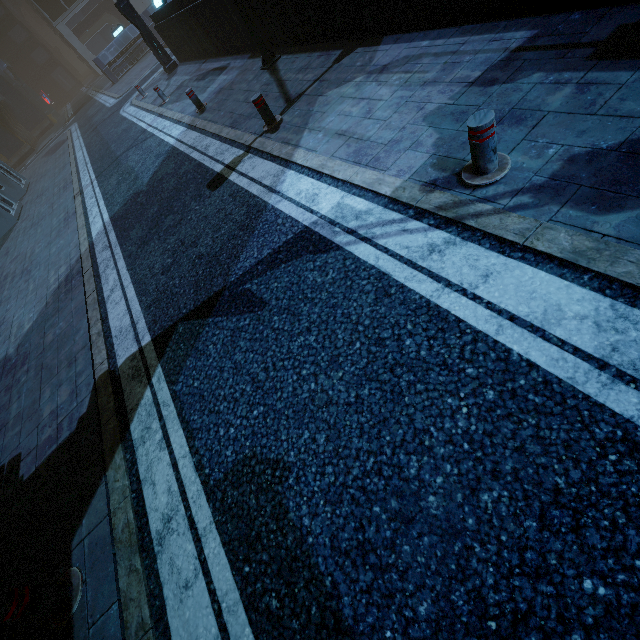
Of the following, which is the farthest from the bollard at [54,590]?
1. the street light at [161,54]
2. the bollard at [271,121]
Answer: the street light at [161,54]

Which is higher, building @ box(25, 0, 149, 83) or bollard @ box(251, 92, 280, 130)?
building @ box(25, 0, 149, 83)

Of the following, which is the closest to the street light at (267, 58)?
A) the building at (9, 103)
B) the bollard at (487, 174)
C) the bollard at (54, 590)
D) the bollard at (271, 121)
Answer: the building at (9, 103)

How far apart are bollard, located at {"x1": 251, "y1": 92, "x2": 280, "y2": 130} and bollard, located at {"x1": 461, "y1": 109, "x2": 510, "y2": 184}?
4.56m

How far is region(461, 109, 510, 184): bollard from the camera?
2.89m

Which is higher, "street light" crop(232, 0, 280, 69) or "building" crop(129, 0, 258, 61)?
"building" crop(129, 0, 258, 61)

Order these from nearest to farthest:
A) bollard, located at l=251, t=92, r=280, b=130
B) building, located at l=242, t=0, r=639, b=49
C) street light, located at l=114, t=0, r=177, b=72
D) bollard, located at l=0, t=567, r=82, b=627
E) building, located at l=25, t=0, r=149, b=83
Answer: bollard, located at l=0, t=567, r=82, b=627 < building, located at l=242, t=0, r=639, b=49 < bollard, located at l=251, t=92, r=280, b=130 < street light, located at l=114, t=0, r=177, b=72 < building, located at l=25, t=0, r=149, b=83

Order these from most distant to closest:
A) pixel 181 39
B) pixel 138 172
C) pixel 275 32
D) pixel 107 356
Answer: pixel 181 39 → pixel 138 172 → pixel 275 32 → pixel 107 356
